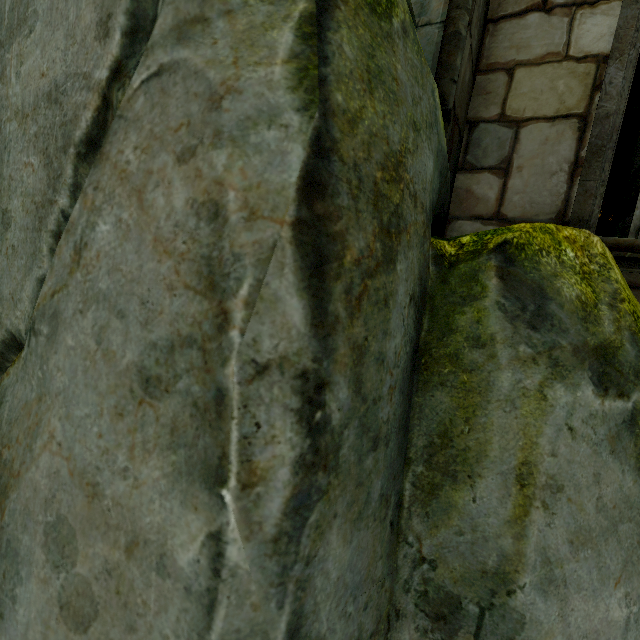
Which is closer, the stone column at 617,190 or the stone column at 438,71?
the stone column at 438,71

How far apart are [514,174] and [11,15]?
2.3 meters

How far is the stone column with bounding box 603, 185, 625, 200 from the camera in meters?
7.6 m

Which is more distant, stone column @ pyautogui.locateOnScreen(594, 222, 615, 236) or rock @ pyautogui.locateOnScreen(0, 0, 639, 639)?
stone column @ pyautogui.locateOnScreen(594, 222, 615, 236)

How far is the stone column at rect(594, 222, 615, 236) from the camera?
10.4 meters

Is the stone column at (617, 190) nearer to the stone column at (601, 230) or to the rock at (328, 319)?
the stone column at (601, 230)

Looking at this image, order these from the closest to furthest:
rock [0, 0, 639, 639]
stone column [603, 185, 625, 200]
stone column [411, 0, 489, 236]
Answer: rock [0, 0, 639, 639] < stone column [411, 0, 489, 236] < stone column [603, 185, 625, 200]

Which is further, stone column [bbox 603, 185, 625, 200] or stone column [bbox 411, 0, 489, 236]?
stone column [bbox 603, 185, 625, 200]
